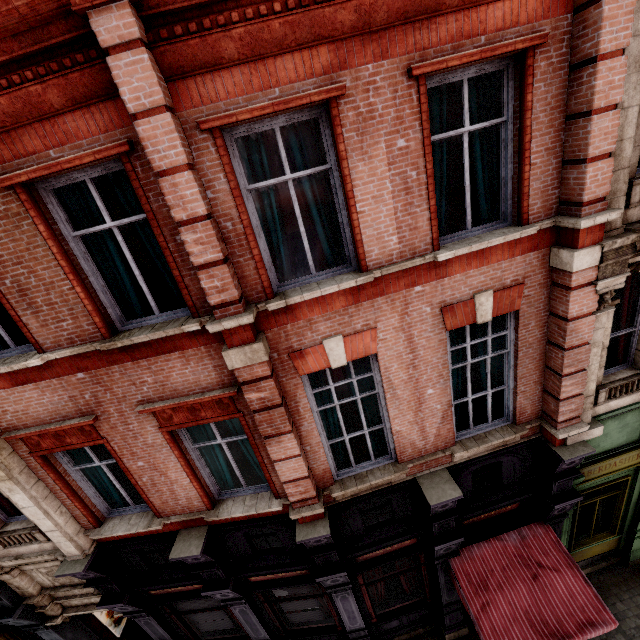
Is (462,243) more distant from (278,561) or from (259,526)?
(278,561)

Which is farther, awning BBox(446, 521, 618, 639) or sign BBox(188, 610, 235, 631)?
sign BBox(188, 610, 235, 631)

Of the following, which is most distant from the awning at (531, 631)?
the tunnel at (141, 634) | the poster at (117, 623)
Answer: the poster at (117, 623)

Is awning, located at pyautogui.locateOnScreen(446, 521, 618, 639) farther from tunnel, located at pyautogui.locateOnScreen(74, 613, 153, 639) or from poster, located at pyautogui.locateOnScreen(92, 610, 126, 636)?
poster, located at pyautogui.locateOnScreen(92, 610, 126, 636)

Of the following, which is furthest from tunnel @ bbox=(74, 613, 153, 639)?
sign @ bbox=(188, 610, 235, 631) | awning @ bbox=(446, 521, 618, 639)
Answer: awning @ bbox=(446, 521, 618, 639)

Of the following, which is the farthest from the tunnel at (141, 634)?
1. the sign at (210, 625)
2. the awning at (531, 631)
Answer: the awning at (531, 631)

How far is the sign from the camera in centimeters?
841cm

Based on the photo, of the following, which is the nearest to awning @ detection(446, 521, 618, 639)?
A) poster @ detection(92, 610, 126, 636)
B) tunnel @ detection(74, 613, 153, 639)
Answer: tunnel @ detection(74, 613, 153, 639)
